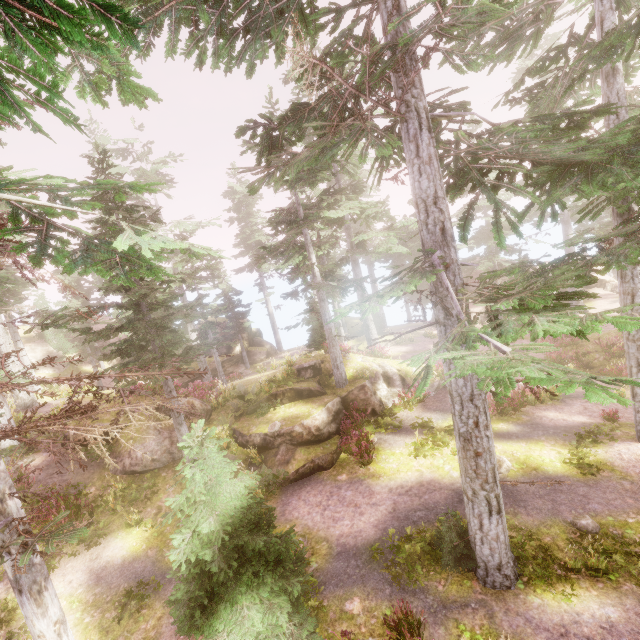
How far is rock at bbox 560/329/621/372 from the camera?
20.1m

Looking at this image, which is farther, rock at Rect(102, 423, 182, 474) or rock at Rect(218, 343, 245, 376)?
rock at Rect(218, 343, 245, 376)

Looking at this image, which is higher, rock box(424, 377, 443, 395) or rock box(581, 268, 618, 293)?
rock box(424, 377, 443, 395)

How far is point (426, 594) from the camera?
7.49m

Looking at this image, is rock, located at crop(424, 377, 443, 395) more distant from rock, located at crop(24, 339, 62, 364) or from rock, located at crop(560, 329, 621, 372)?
rock, located at crop(24, 339, 62, 364)

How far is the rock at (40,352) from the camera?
29.6m

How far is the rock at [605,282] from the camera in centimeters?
3491cm

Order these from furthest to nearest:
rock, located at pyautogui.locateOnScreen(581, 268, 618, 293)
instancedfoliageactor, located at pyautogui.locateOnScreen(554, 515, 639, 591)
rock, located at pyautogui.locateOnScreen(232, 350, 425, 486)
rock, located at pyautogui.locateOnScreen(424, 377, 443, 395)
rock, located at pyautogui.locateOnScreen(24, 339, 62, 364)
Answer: rock, located at pyautogui.locateOnScreen(581, 268, 618, 293) → rock, located at pyautogui.locateOnScreen(24, 339, 62, 364) → rock, located at pyautogui.locateOnScreen(424, 377, 443, 395) → rock, located at pyautogui.locateOnScreen(232, 350, 425, 486) → instancedfoliageactor, located at pyautogui.locateOnScreen(554, 515, 639, 591)
